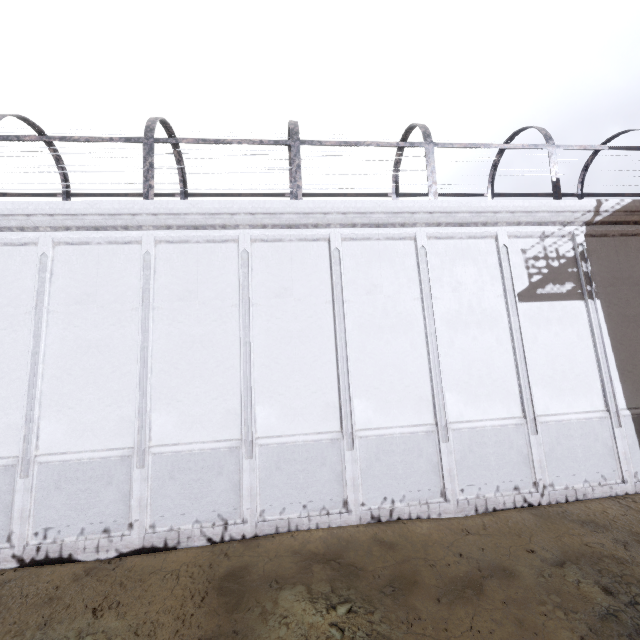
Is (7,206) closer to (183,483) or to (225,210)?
(225,210)
